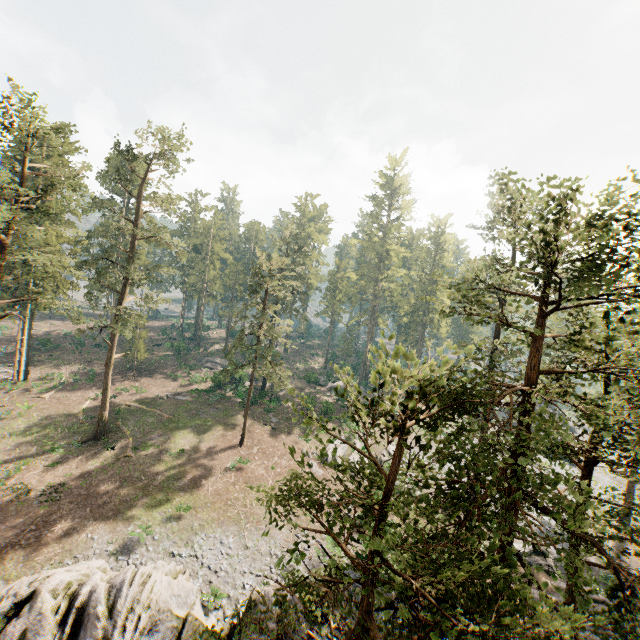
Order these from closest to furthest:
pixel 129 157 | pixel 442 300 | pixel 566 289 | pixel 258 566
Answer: pixel 566 289, pixel 442 300, pixel 258 566, pixel 129 157

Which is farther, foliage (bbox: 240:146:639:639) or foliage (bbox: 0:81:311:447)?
foliage (bbox: 0:81:311:447)

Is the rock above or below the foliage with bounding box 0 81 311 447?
below

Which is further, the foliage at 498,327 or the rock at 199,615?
the rock at 199,615

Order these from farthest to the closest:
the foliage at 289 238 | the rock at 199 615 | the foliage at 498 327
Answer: the foliage at 289 238 → the rock at 199 615 → the foliage at 498 327

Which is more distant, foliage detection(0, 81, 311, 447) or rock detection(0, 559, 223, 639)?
foliage detection(0, 81, 311, 447)

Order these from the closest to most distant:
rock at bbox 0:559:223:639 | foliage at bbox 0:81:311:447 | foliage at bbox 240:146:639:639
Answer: foliage at bbox 240:146:639:639 → rock at bbox 0:559:223:639 → foliage at bbox 0:81:311:447
